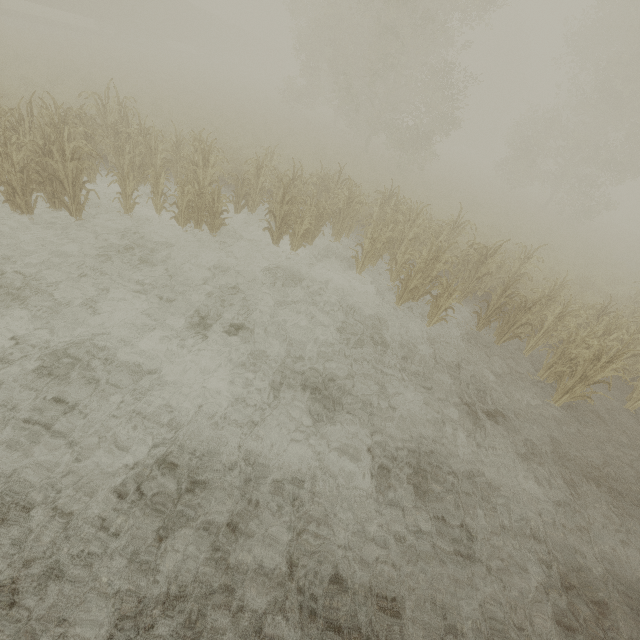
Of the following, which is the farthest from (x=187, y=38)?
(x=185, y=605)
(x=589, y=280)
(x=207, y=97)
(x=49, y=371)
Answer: (x=185, y=605)
